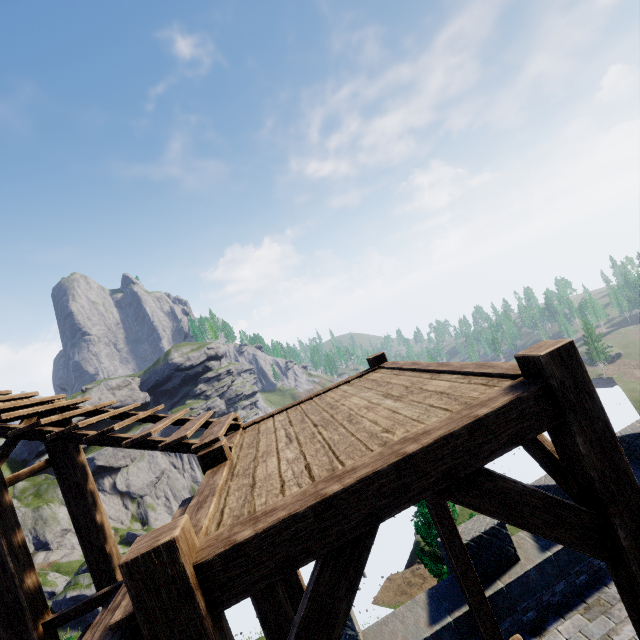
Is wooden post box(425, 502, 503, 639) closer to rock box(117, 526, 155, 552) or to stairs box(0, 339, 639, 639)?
stairs box(0, 339, 639, 639)

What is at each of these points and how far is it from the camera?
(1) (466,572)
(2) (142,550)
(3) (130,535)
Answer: (1) wooden post, 5.94m
(2) stairs, 1.77m
(3) rock, 54.94m

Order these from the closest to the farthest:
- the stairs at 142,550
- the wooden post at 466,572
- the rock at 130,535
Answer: the stairs at 142,550 → the wooden post at 466,572 → the rock at 130,535

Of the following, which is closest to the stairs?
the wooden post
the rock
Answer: the wooden post

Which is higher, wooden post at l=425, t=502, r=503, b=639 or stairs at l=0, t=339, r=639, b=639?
stairs at l=0, t=339, r=639, b=639

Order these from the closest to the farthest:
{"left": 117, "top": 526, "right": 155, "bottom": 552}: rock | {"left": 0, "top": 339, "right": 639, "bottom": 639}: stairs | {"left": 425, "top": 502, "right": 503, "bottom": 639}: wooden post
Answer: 1. {"left": 0, "top": 339, "right": 639, "bottom": 639}: stairs
2. {"left": 425, "top": 502, "right": 503, "bottom": 639}: wooden post
3. {"left": 117, "top": 526, "right": 155, "bottom": 552}: rock

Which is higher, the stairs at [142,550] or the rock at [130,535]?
the stairs at [142,550]
